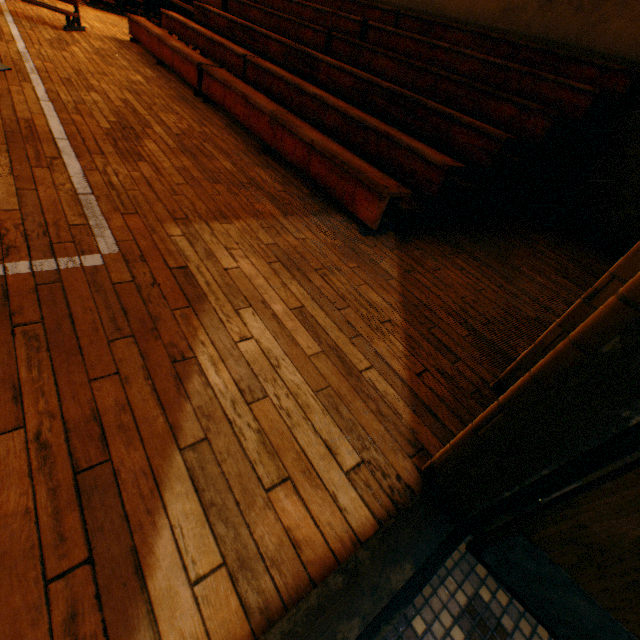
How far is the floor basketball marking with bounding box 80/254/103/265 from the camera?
1.7 meters

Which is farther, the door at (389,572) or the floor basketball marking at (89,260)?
the floor basketball marking at (89,260)

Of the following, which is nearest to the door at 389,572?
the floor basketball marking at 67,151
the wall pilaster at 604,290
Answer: the wall pilaster at 604,290

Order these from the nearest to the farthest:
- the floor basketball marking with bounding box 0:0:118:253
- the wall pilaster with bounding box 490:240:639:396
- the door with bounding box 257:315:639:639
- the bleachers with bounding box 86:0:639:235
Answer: the door with bounding box 257:315:639:639, the wall pilaster with bounding box 490:240:639:396, the floor basketball marking with bounding box 0:0:118:253, the bleachers with bounding box 86:0:639:235

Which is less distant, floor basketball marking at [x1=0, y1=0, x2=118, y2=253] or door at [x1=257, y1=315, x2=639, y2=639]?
door at [x1=257, y1=315, x2=639, y2=639]

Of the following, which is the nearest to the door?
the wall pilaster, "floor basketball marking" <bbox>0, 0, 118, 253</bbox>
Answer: the wall pilaster

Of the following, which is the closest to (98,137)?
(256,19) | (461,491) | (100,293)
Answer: (100,293)

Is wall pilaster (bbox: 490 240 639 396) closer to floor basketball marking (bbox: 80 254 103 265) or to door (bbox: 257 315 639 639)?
door (bbox: 257 315 639 639)
